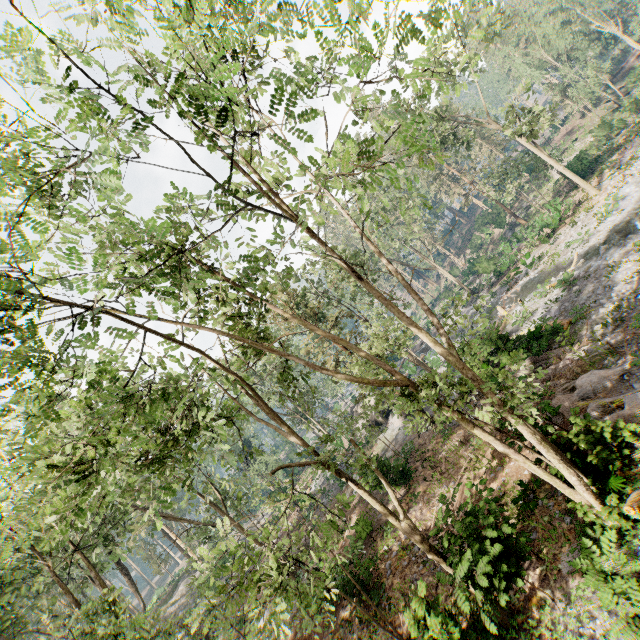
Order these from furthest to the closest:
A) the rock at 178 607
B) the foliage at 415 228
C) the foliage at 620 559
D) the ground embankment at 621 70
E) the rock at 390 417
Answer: the ground embankment at 621 70
the rock at 178 607
the rock at 390 417
the foliage at 620 559
the foliage at 415 228

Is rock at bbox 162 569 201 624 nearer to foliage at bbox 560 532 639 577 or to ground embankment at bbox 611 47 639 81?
foliage at bbox 560 532 639 577

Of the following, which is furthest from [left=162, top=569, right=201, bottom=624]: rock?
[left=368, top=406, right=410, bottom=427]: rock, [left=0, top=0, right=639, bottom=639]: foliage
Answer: [left=368, top=406, right=410, bottom=427]: rock

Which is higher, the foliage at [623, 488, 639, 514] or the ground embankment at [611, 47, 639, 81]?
the ground embankment at [611, 47, 639, 81]

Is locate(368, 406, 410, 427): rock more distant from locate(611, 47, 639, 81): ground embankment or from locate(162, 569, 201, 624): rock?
locate(611, 47, 639, 81): ground embankment

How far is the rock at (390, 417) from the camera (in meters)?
27.09

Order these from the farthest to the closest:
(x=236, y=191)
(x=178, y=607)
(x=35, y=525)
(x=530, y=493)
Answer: (x=178, y=607), (x=35, y=525), (x=530, y=493), (x=236, y=191)

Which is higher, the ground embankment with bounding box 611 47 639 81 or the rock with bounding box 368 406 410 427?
the ground embankment with bounding box 611 47 639 81
